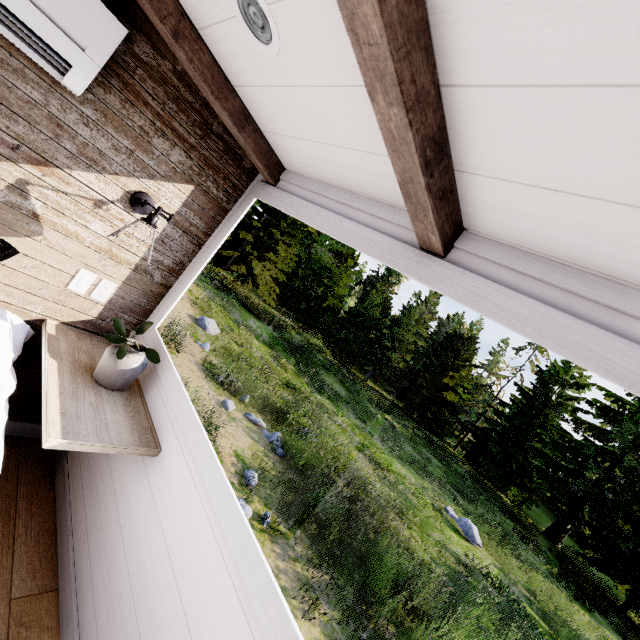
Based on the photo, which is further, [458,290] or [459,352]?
[459,352]

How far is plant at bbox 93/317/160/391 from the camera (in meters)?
1.52

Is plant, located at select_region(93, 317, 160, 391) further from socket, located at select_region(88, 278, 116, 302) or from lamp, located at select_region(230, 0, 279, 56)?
lamp, located at select_region(230, 0, 279, 56)

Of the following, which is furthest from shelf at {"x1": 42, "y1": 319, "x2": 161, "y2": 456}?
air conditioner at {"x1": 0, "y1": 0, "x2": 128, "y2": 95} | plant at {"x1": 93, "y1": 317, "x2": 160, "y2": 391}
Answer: air conditioner at {"x1": 0, "y1": 0, "x2": 128, "y2": 95}

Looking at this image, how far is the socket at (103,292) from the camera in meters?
1.8 m

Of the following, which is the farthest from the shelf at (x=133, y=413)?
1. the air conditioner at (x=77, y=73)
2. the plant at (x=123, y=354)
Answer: the air conditioner at (x=77, y=73)

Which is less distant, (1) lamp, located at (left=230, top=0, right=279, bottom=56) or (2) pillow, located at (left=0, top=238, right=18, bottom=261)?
(1) lamp, located at (left=230, top=0, right=279, bottom=56)

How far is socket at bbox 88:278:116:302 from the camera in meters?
1.8
